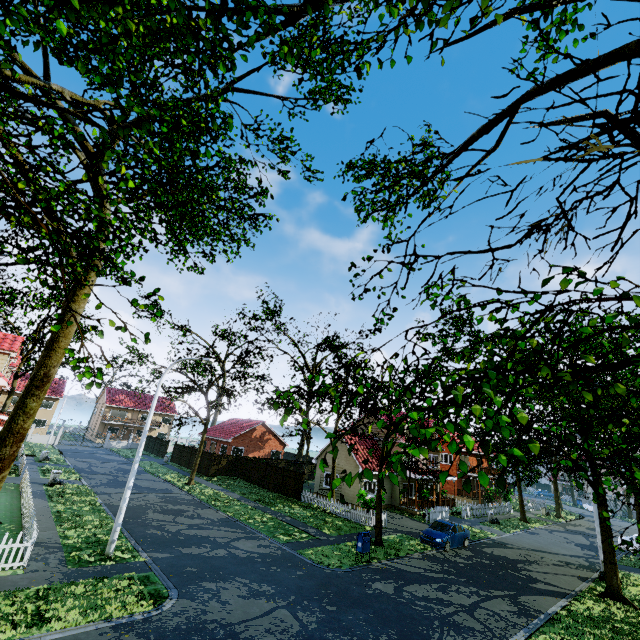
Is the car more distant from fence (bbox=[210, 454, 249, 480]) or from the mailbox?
the mailbox

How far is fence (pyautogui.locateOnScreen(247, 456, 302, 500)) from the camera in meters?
29.7 m

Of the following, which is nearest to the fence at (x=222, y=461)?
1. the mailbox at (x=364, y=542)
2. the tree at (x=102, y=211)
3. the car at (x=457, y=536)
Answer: the tree at (x=102, y=211)

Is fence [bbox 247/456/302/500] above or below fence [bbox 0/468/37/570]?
above

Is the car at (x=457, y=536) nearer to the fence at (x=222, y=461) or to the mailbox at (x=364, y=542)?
the fence at (x=222, y=461)

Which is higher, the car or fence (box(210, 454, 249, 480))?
fence (box(210, 454, 249, 480))

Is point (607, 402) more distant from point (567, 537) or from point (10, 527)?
point (567, 537)

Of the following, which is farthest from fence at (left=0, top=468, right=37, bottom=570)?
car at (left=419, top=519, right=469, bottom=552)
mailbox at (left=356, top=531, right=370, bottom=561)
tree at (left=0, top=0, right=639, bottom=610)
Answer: mailbox at (left=356, top=531, right=370, bottom=561)
